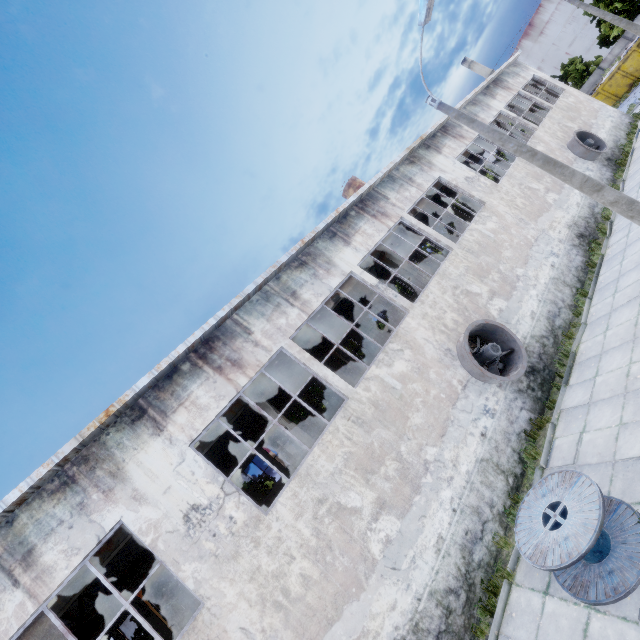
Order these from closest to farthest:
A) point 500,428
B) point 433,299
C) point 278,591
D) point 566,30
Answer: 1. point 278,591
2. point 500,428
3. point 433,299
4. point 566,30

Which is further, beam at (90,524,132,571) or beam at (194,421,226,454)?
beam at (194,421,226,454)

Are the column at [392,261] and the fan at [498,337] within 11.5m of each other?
yes

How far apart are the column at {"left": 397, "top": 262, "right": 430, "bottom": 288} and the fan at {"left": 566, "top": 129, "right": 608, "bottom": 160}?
12.36m

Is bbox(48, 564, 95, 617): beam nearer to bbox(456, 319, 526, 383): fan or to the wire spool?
bbox(456, 319, 526, 383): fan

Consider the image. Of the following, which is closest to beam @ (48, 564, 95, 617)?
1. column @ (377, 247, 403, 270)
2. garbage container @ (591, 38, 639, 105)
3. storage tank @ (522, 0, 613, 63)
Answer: column @ (377, 247, 403, 270)

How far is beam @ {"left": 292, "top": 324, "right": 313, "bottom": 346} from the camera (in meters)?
13.45

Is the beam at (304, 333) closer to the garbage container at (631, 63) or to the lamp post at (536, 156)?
the lamp post at (536, 156)
